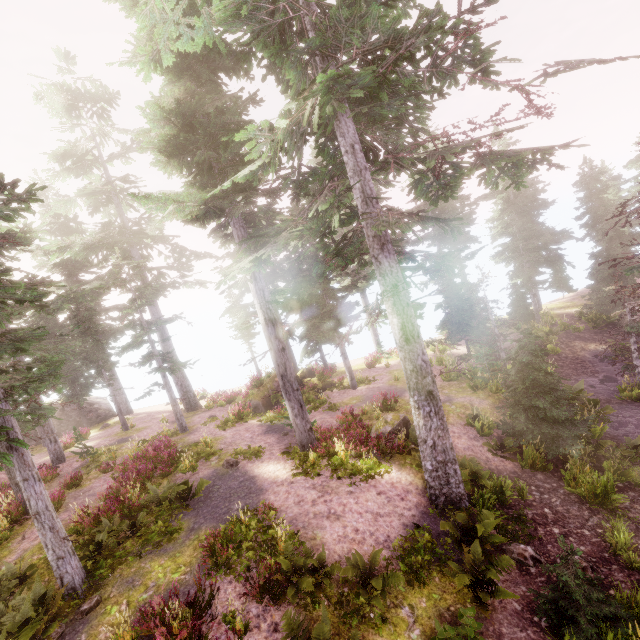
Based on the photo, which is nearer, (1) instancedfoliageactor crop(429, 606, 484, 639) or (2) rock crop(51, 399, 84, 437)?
(1) instancedfoliageactor crop(429, 606, 484, 639)

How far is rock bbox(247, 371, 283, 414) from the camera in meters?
21.6 m

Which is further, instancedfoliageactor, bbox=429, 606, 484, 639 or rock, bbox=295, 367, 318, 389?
rock, bbox=295, 367, 318, 389

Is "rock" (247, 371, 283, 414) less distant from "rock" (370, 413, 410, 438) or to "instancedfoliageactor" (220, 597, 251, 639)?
"instancedfoliageactor" (220, 597, 251, 639)

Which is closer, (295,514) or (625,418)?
(295,514)

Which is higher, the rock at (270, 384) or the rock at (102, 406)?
the rock at (102, 406)

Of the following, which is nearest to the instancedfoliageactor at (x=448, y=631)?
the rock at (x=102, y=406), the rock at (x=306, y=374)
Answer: the rock at (x=102, y=406)

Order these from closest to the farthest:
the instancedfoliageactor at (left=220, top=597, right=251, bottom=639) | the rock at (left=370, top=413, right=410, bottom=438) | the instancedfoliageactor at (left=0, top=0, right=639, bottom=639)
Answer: the instancedfoliageactor at (left=220, top=597, right=251, bottom=639) < the instancedfoliageactor at (left=0, top=0, right=639, bottom=639) < the rock at (left=370, top=413, right=410, bottom=438)
